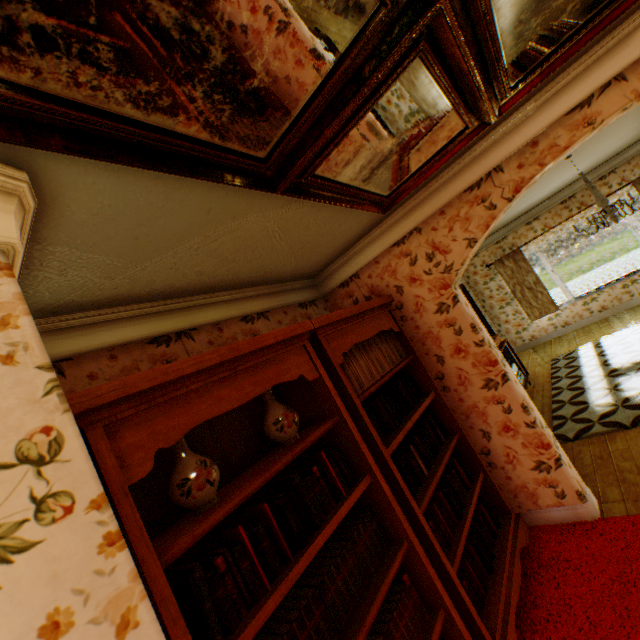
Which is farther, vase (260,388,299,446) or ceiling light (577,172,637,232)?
ceiling light (577,172,637,232)

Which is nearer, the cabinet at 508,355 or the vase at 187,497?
the vase at 187,497

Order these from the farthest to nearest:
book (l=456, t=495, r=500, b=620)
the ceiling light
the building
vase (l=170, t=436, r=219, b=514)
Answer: the ceiling light, book (l=456, t=495, r=500, b=620), vase (l=170, t=436, r=219, b=514), the building

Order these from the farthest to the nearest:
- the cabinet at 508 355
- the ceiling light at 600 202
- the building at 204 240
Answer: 1. the cabinet at 508 355
2. the ceiling light at 600 202
3. the building at 204 240

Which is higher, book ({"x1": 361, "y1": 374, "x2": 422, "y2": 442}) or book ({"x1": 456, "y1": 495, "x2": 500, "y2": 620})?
book ({"x1": 361, "y1": 374, "x2": 422, "y2": 442})

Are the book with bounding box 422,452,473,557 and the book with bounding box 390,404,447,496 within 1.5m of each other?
yes

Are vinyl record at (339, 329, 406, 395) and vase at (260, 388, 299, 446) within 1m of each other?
yes

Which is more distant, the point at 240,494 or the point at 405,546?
the point at 405,546
